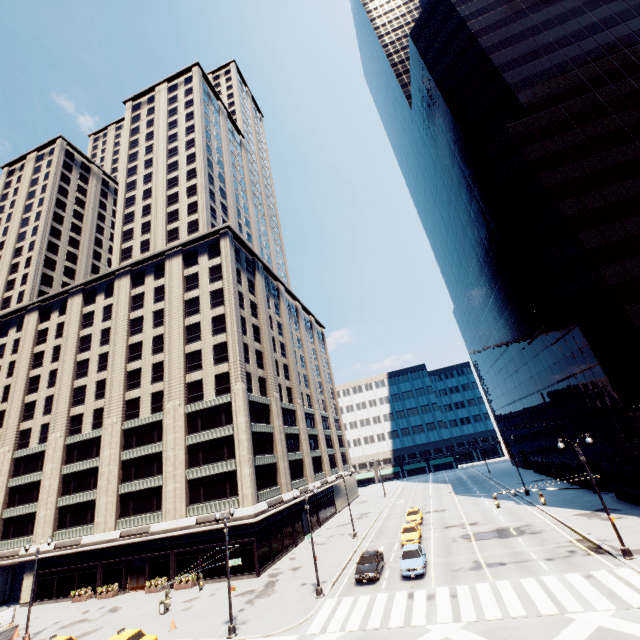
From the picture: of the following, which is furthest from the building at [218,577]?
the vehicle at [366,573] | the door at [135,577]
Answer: the vehicle at [366,573]

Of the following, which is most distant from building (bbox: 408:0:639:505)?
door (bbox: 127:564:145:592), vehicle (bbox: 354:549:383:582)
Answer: door (bbox: 127:564:145:592)

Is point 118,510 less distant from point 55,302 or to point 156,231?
point 55,302

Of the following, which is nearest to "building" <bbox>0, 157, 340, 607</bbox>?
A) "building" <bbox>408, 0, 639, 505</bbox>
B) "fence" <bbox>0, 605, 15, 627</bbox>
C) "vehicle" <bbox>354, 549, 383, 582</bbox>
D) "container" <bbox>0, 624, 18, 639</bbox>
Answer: "fence" <bbox>0, 605, 15, 627</bbox>

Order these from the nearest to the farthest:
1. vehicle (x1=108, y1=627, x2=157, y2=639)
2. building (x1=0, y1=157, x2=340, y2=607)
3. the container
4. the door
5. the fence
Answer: vehicle (x1=108, y1=627, x2=157, y2=639) → the container → the fence → the door → building (x1=0, y1=157, x2=340, y2=607)

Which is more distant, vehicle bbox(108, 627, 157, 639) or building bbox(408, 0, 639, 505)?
building bbox(408, 0, 639, 505)

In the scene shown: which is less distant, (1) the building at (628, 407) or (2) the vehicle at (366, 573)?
(2) the vehicle at (366, 573)

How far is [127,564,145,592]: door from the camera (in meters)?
35.16
